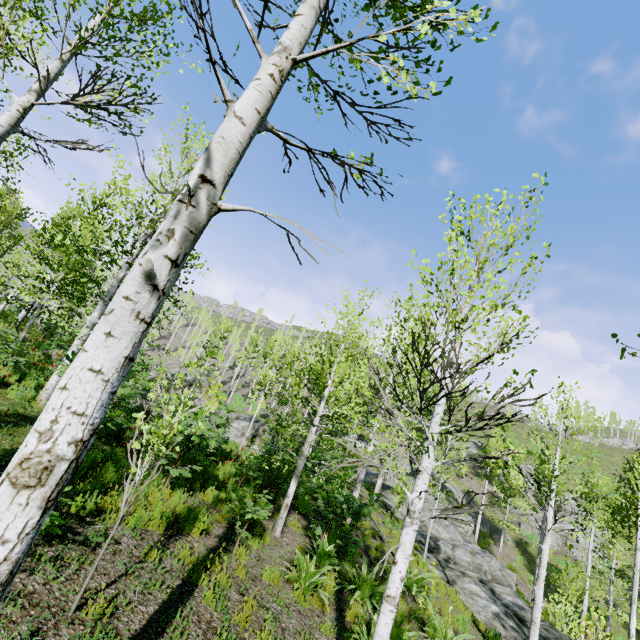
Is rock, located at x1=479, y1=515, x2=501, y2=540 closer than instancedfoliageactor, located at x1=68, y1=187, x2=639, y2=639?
No

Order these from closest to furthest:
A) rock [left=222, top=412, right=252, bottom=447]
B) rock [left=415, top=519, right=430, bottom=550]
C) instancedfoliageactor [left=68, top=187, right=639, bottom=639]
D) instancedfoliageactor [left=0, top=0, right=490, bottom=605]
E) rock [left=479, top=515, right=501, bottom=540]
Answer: instancedfoliageactor [left=0, top=0, right=490, bottom=605] → instancedfoliageactor [left=68, top=187, right=639, bottom=639] → rock [left=222, top=412, right=252, bottom=447] → rock [left=415, top=519, right=430, bottom=550] → rock [left=479, top=515, right=501, bottom=540]

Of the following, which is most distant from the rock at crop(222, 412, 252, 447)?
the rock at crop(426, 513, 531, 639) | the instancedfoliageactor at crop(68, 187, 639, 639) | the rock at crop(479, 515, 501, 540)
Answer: the rock at crop(479, 515, 501, 540)

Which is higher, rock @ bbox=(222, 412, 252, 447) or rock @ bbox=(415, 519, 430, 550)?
rock @ bbox=(222, 412, 252, 447)

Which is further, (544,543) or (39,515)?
(544,543)

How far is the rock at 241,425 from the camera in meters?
14.4 m

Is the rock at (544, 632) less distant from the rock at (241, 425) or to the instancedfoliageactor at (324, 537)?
the instancedfoliageactor at (324, 537)

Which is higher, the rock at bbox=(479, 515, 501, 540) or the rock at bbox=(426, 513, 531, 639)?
the rock at bbox=(479, 515, 501, 540)
